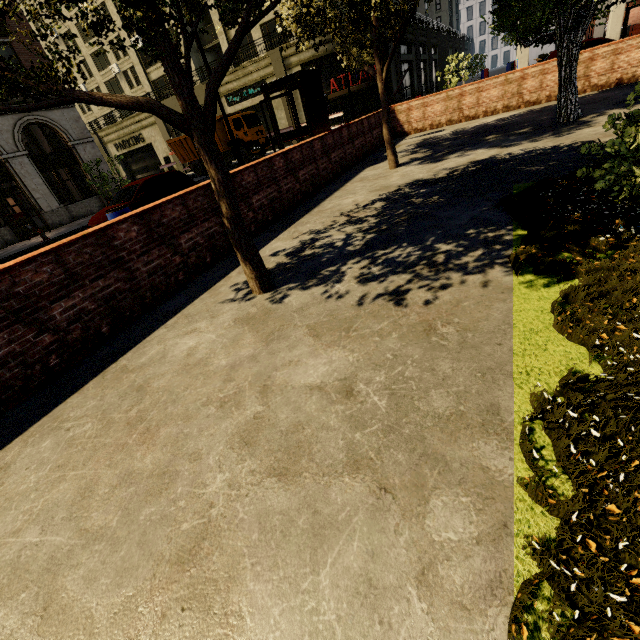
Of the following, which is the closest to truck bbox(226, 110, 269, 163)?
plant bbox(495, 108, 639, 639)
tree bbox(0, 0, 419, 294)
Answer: tree bbox(0, 0, 419, 294)

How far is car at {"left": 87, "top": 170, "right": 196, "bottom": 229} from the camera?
10.1 meters

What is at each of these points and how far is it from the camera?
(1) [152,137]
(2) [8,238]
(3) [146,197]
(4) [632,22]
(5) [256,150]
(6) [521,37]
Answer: (1) building, 37.0m
(2) building, 18.6m
(3) car, 10.5m
(4) building, 31.1m
(5) truck, 24.4m
(6) tree, 8.2m

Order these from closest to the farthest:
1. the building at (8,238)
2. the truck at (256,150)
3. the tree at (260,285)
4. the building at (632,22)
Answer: the tree at (260,285)
the building at (8,238)
the building at (632,22)
the truck at (256,150)

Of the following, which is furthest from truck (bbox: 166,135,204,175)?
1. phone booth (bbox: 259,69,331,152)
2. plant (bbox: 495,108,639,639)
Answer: plant (bbox: 495,108,639,639)

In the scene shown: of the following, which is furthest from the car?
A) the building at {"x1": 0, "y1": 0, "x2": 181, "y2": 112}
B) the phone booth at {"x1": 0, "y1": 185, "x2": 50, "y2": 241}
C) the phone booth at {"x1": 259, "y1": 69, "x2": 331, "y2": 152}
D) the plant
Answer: the building at {"x1": 0, "y1": 0, "x2": 181, "y2": 112}

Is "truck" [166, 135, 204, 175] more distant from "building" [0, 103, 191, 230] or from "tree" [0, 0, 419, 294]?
"tree" [0, 0, 419, 294]

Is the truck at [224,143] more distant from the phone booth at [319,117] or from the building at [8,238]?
the phone booth at [319,117]
